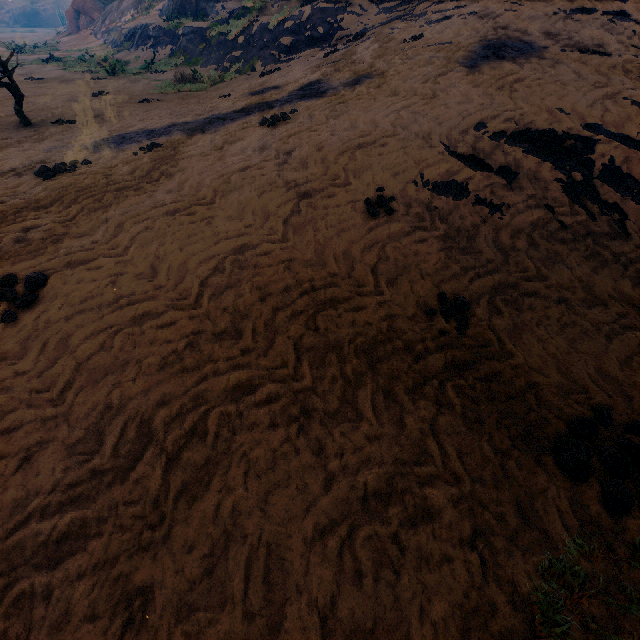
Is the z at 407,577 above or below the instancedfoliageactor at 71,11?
below

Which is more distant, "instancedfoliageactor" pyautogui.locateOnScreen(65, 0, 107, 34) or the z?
"instancedfoliageactor" pyautogui.locateOnScreen(65, 0, 107, 34)

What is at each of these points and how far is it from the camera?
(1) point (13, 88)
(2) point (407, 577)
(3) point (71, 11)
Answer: (1) instancedfoliageactor, 8.2 meters
(2) z, 1.8 meters
(3) instancedfoliageactor, 30.7 meters

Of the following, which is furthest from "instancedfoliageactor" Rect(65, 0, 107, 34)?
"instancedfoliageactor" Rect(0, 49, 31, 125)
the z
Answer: "instancedfoliageactor" Rect(0, 49, 31, 125)

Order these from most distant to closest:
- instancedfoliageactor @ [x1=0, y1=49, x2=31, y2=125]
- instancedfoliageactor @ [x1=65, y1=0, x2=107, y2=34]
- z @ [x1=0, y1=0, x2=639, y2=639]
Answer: instancedfoliageactor @ [x1=65, y1=0, x2=107, y2=34]
instancedfoliageactor @ [x1=0, y1=49, x2=31, y2=125]
z @ [x1=0, y1=0, x2=639, y2=639]

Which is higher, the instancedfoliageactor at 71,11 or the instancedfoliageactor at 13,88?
the instancedfoliageactor at 71,11

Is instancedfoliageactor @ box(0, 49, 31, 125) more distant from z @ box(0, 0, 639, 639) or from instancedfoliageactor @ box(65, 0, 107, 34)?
instancedfoliageactor @ box(65, 0, 107, 34)
